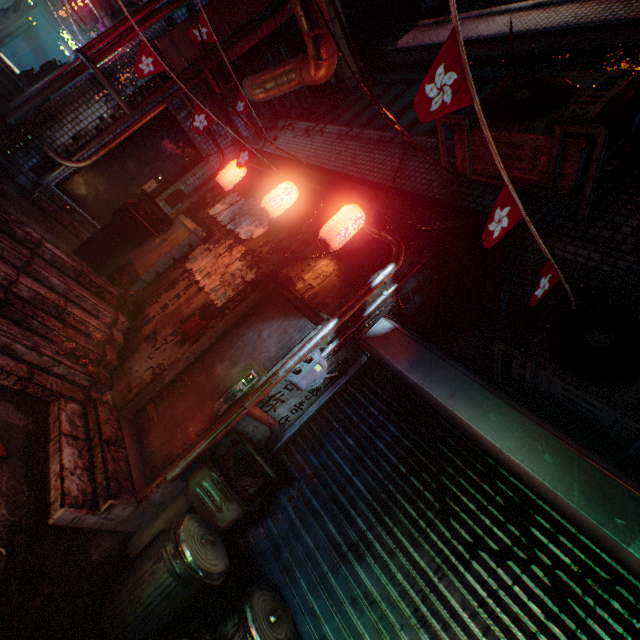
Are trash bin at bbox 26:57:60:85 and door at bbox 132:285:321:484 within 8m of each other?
no

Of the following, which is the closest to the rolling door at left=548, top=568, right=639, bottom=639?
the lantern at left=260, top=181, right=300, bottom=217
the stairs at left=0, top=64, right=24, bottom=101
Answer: the lantern at left=260, top=181, right=300, bottom=217

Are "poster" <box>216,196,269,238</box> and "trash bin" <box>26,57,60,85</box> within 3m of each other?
no

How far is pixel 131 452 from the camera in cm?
294

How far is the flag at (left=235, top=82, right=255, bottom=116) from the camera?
4.01m

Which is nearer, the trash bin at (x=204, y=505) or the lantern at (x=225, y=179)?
the trash bin at (x=204, y=505)

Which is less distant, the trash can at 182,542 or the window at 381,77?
the trash can at 182,542

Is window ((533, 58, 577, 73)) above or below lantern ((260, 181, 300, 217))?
above
